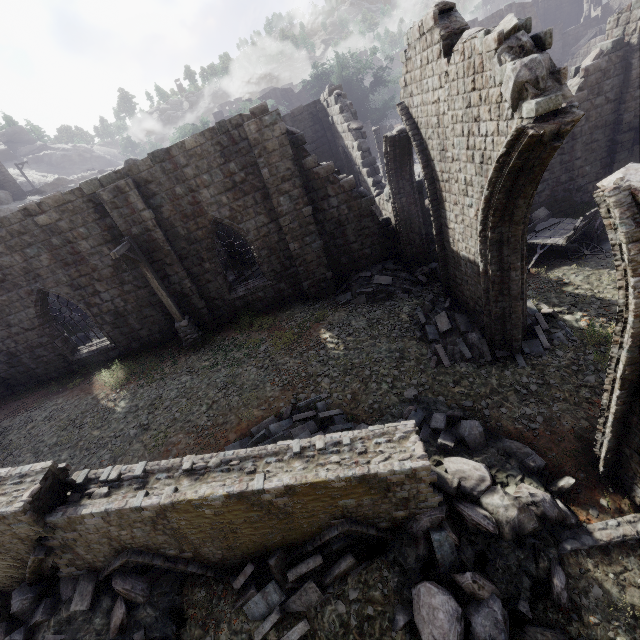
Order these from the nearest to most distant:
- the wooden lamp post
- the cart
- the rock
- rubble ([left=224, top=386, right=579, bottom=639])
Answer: rubble ([left=224, top=386, right=579, bottom=639]) < the wooden lamp post < the cart < the rock

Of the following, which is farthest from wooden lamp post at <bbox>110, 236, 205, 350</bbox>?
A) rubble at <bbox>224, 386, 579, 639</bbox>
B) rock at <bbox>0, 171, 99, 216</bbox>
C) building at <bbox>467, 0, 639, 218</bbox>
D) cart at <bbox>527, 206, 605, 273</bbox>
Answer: rock at <bbox>0, 171, 99, 216</bbox>

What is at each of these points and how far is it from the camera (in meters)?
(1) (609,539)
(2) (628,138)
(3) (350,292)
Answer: (1) building base, 5.51
(2) building, 13.05
(3) rubble, 13.36

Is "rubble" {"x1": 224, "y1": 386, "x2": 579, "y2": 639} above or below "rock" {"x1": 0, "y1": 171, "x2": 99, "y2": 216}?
below

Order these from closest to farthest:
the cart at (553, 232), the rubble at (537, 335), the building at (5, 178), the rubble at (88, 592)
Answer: the rubble at (88, 592) < the rubble at (537, 335) < the cart at (553, 232) < the building at (5, 178)

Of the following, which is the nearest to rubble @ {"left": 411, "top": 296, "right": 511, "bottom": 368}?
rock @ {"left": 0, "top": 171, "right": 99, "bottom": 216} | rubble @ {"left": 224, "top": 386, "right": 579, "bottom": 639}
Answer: rubble @ {"left": 224, "top": 386, "right": 579, "bottom": 639}

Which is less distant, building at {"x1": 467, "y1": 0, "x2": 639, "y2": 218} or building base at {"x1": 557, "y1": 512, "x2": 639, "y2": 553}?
building base at {"x1": 557, "y1": 512, "x2": 639, "y2": 553}

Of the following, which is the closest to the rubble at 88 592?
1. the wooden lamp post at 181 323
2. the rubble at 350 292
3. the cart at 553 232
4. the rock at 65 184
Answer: the rubble at 350 292
